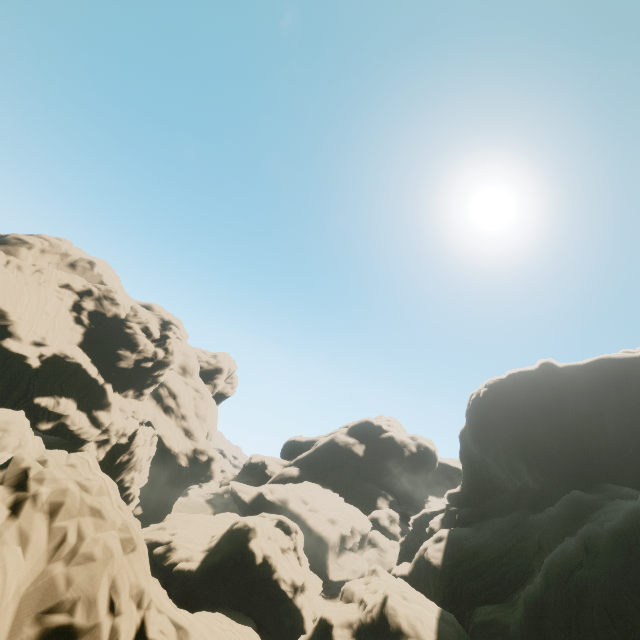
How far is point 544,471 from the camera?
42.53m
